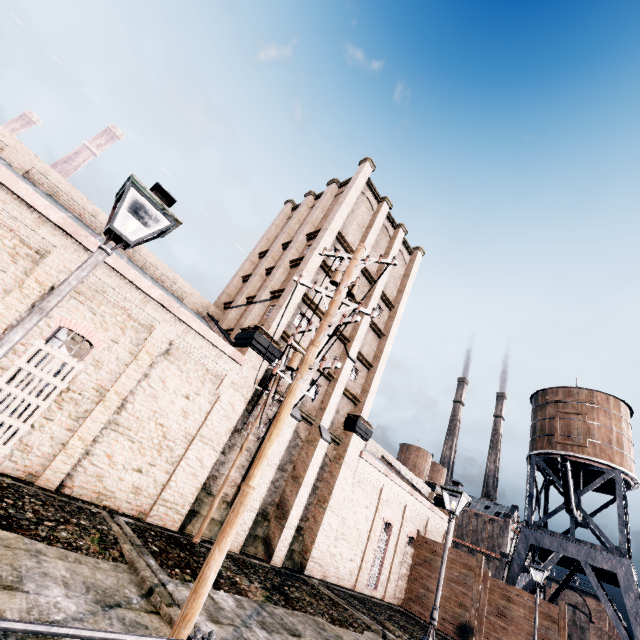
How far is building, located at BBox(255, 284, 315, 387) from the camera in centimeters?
1849cm

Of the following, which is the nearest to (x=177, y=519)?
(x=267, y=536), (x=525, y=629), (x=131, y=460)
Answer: (x=131, y=460)

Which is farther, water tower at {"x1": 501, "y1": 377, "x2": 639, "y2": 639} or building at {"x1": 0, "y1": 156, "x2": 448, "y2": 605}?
water tower at {"x1": 501, "y1": 377, "x2": 639, "y2": 639}

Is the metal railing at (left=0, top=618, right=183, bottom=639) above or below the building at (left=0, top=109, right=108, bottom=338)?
below

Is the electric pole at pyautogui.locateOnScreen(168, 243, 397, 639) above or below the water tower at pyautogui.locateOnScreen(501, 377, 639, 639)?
below

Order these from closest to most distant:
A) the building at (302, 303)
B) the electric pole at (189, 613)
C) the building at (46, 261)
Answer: the electric pole at (189, 613) → the building at (46, 261) → the building at (302, 303)

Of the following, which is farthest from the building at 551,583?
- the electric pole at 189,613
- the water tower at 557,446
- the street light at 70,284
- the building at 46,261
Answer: the street light at 70,284

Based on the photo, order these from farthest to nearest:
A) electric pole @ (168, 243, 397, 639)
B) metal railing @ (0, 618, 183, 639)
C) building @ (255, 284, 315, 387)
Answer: building @ (255, 284, 315, 387), electric pole @ (168, 243, 397, 639), metal railing @ (0, 618, 183, 639)
